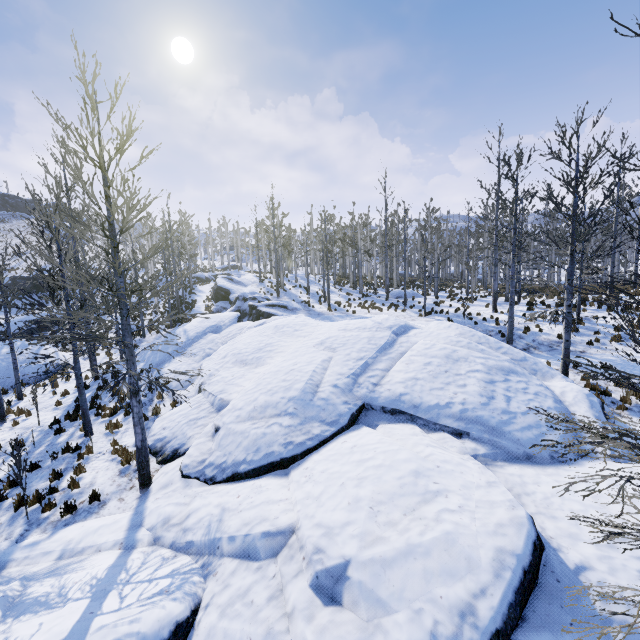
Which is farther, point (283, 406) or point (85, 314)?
point (283, 406)

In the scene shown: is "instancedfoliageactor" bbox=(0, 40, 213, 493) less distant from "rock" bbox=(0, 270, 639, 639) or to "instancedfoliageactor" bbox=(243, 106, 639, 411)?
"rock" bbox=(0, 270, 639, 639)

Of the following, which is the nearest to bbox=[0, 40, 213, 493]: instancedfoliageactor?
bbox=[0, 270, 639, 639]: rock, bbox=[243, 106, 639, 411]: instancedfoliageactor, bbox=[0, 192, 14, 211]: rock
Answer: bbox=[0, 270, 639, 639]: rock

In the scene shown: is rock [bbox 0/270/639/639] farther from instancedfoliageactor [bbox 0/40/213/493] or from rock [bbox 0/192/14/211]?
rock [bbox 0/192/14/211]

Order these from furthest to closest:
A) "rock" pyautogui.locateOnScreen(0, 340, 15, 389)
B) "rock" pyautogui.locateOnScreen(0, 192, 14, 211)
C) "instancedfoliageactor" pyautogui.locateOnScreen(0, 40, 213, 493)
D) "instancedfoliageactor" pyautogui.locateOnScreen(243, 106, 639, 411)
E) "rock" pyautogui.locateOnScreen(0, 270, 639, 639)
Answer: "rock" pyautogui.locateOnScreen(0, 192, 14, 211)
"rock" pyautogui.locateOnScreen(0, 340, 15, 389)
"instancedfoliageactor" pyautogui.locateOnScreen(243, 106, 639, 411)
"instancedfoliageactor" pyautogui.locateOnScreen(0, 40, 213, 493)
"rock" pyautogui.locateOnScreen(0, 270, 639, 639)

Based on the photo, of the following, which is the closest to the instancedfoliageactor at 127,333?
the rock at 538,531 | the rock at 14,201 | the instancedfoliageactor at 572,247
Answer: the rock at 538,531

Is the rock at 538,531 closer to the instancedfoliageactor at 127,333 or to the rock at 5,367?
the instancedfoliageactor at 127,333

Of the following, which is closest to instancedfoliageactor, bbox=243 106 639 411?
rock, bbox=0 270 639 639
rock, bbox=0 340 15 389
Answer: rock, bbox=0 270 639 639
